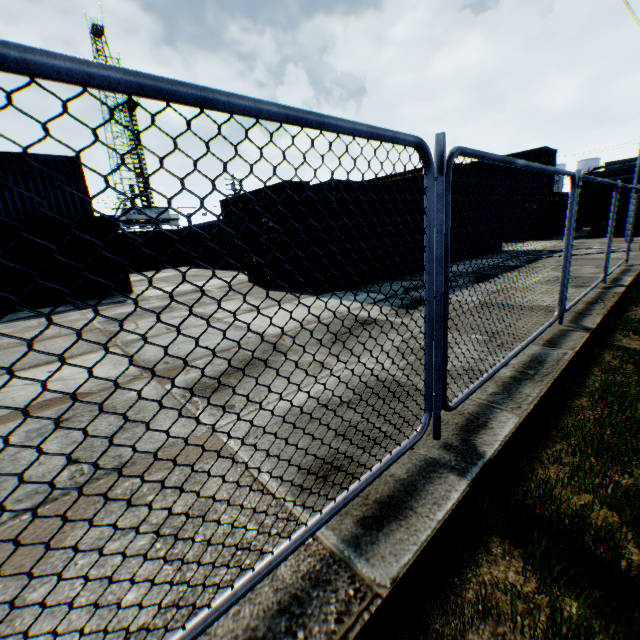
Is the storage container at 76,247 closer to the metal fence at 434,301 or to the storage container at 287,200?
the storage container at 287,200

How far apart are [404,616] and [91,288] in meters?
14.4

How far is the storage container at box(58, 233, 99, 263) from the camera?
11.6m

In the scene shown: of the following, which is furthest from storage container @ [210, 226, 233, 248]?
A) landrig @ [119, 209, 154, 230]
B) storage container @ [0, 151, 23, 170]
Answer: landrig @ [119, 209, 154, 230]

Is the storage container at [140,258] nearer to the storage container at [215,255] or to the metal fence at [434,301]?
the storage container at [215,255]

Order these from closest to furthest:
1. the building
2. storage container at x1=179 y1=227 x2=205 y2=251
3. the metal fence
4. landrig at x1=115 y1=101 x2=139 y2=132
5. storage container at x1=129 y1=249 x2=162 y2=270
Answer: the metal fence
storage container at x1=179 y1=227 x2=205 y2=251
storage container at x1=129 y1=249 x2=162 y2=270
the building
landrig at x1=115 y1=101 x2=139 y2=132

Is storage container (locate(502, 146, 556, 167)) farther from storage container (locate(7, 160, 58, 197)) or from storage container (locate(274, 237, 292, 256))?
storage container (locate(7, 160, 58, 197))

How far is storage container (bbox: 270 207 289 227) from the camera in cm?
1028
